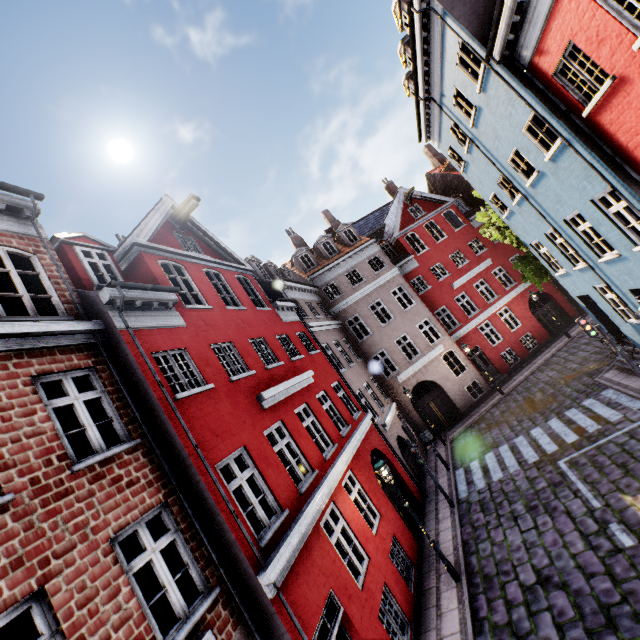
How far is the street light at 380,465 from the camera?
9.1 meters

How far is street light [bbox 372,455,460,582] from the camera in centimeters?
907cm

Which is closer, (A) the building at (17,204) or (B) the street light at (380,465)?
(A) the building at (17,204)

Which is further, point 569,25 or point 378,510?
point 378,510

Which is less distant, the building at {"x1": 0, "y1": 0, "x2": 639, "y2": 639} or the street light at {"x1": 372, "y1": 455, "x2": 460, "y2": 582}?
the building at {"x1": 0, "y1": 0, "x2": 639, "y2": 639}
